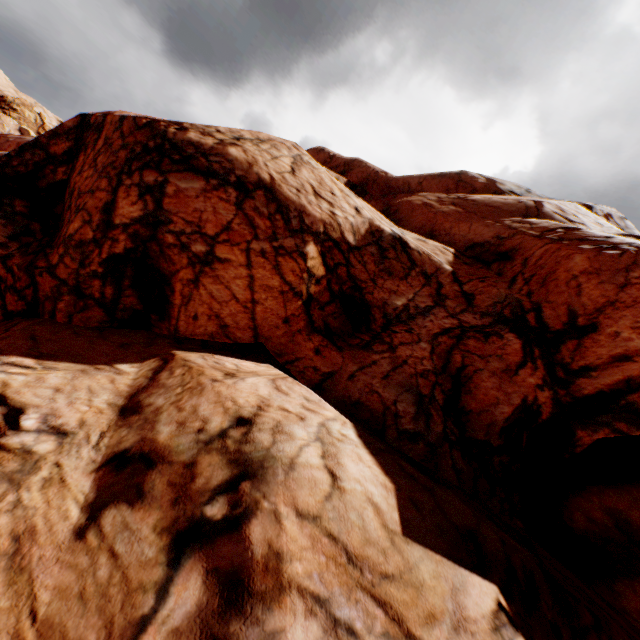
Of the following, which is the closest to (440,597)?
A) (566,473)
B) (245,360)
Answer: (245,360)
